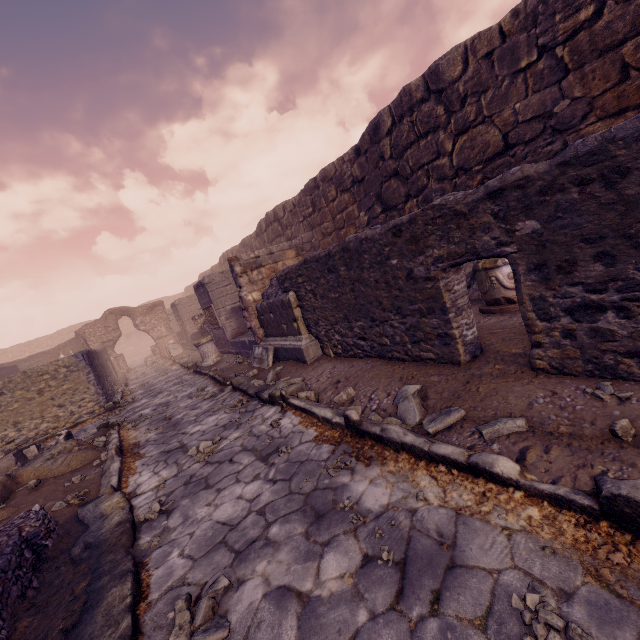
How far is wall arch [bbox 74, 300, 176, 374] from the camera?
19.0 meters

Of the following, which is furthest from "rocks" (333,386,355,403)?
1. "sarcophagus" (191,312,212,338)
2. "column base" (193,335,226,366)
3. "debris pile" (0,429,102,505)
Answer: "sarcophagus" (191,312,212,338)

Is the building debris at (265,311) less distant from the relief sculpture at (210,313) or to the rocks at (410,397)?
the rocks at (410,397)

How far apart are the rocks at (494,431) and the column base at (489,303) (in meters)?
3.21

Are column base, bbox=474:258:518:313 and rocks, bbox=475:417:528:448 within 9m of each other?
yes

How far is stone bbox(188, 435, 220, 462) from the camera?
4.29m

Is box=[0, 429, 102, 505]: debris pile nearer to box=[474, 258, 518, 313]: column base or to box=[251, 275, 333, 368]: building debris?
box=[251, 275, 333, 368]: building debris

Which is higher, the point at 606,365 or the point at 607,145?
the point at 607,145
